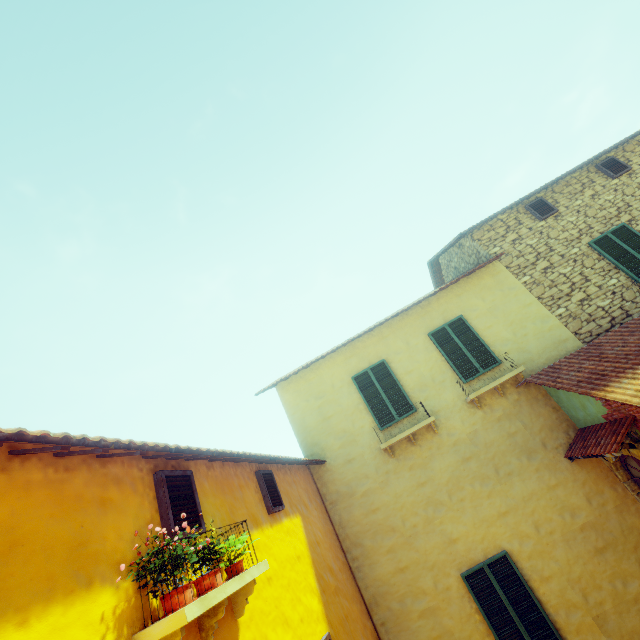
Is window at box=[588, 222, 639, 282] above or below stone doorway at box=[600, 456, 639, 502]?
above

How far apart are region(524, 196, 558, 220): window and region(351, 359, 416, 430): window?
6.39m

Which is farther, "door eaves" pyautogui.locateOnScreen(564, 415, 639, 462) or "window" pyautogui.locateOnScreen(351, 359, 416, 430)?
"window" pyautogui.locateOnScreen(351, 359, 416, 430)

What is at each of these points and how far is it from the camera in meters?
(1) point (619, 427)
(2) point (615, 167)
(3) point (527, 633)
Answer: (1) door eaves, 5.7 m
(2) window, 9.8 m
(3) window, 6.2 m

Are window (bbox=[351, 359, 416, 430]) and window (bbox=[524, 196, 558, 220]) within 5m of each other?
no

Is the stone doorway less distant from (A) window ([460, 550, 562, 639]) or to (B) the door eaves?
(B) the door eaves

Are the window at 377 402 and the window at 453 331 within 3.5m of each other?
yes

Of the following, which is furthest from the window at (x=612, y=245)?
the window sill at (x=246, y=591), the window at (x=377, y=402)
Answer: the window sill at (x=246, y=591)
